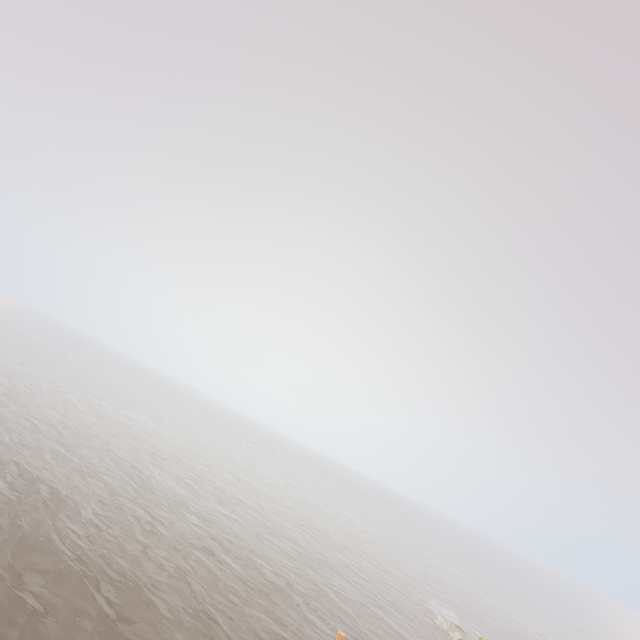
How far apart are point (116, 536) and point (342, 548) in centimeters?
3817cm
